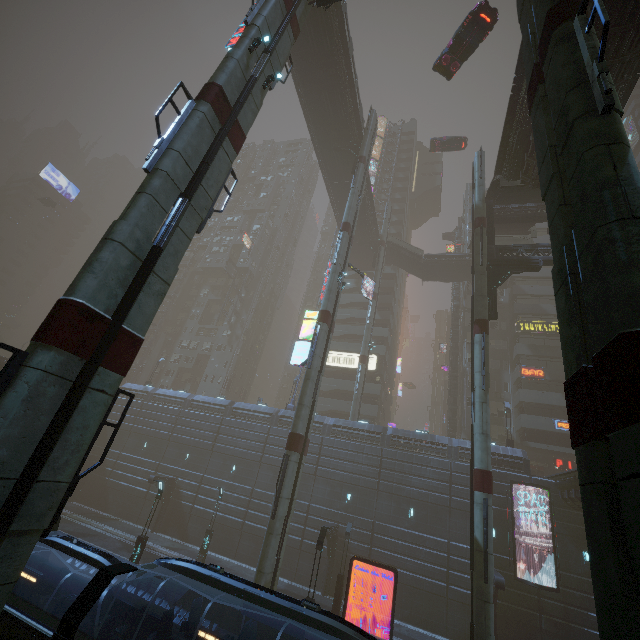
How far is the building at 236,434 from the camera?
30.9m

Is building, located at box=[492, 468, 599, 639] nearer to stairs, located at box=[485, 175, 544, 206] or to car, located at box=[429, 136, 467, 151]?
stairs, located at box=[485, 175, 544, 206]

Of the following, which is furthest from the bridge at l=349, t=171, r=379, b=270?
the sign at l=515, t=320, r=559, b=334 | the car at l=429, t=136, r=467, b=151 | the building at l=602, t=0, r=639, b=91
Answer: the sign at l=515, t=320, r=559, b=334

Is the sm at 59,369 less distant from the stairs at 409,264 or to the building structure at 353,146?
the building structure at 353,146

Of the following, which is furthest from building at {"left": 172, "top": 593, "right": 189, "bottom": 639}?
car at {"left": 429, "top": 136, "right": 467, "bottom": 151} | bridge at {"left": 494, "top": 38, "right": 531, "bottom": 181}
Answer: car at {"left": 429, "top": 136, "right": 467, "bottom": 151}

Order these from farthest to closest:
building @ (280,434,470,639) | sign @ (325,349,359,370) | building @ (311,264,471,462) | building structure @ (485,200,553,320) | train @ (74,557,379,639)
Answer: sign @ (325,349,359,370) → building @ (311,264,471,462) → building @ (280,434,470,639) → building structure @ (485,200,553,320) → train @ (74,557,379,639)

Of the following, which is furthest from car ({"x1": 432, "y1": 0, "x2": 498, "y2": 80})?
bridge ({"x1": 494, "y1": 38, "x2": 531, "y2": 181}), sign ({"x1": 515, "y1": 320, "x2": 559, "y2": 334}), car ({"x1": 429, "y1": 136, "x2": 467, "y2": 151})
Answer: sign ({"x1": 515, "y1": 320, "x2": 559, "y2": 334})

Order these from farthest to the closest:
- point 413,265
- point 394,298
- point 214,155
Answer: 1. point 394,298
2. point 413,265
3. point 214,155
